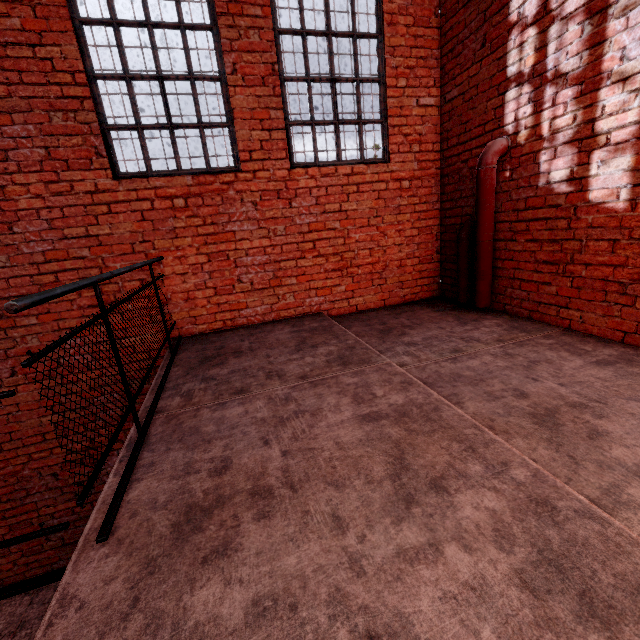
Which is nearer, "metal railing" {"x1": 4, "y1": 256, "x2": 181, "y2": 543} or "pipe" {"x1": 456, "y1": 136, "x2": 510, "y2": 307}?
"metal railing" {"x1": 4, "y1": 256, "x2": 181, "y2": 543}

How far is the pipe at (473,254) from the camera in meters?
3.5 m

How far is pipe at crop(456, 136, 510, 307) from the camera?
3.51m

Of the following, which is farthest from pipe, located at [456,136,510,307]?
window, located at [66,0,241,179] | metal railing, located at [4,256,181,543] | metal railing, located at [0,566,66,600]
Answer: metal railing, located at [0,566,66,600]

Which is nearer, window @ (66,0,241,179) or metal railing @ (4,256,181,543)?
metal railing @ (4,256,181,543)

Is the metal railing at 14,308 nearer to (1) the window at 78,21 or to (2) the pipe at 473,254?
(1) the window at 78,21

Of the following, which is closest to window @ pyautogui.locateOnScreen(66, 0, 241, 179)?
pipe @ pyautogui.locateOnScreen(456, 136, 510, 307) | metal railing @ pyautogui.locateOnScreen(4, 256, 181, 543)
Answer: metal railing @ pyautogui.locateOnScreen(4, 256, 181, 543)

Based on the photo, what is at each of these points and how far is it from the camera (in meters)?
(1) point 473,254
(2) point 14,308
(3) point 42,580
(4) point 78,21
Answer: (1) pipe, 4.07
(2) metal railing, 1.06
(3) metal railing, 1.29
(4) window, 3.17
